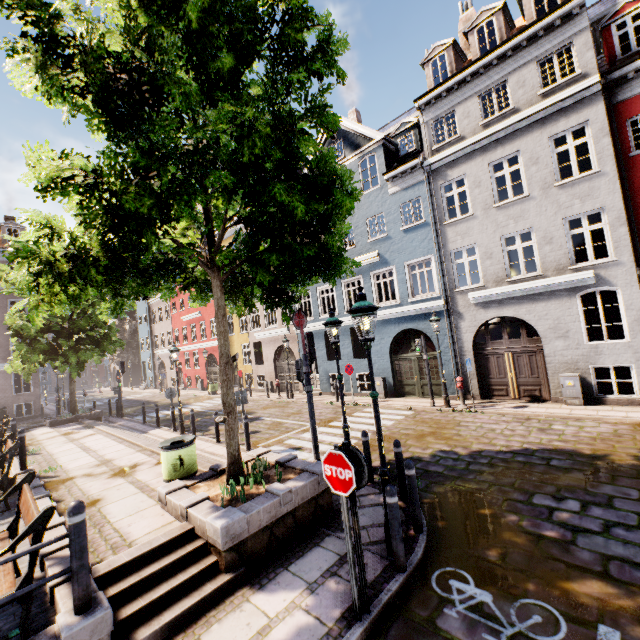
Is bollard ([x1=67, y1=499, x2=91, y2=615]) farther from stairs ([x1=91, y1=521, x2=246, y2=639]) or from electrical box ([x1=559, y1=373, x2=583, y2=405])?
electrical box ([x1=559, y1=373, x2=583, y2=405])

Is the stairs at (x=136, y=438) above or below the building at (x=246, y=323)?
below

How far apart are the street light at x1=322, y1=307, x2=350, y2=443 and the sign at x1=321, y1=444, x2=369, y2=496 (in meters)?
3.59

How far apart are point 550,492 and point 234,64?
9.07m

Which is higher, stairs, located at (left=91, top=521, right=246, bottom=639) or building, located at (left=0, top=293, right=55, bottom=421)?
building, located at (left=0, top=293, right=55, bottom=421)

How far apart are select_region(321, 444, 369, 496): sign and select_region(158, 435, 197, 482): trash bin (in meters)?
4.06

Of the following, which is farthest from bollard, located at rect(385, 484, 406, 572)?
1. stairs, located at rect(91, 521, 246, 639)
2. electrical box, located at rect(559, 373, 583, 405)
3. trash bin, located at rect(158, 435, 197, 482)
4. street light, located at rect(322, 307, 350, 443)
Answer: electrical box, located at rect(559, 373, 583, 405)

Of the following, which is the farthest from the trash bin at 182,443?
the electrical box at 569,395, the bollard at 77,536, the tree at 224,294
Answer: the electrical box at 569,395
